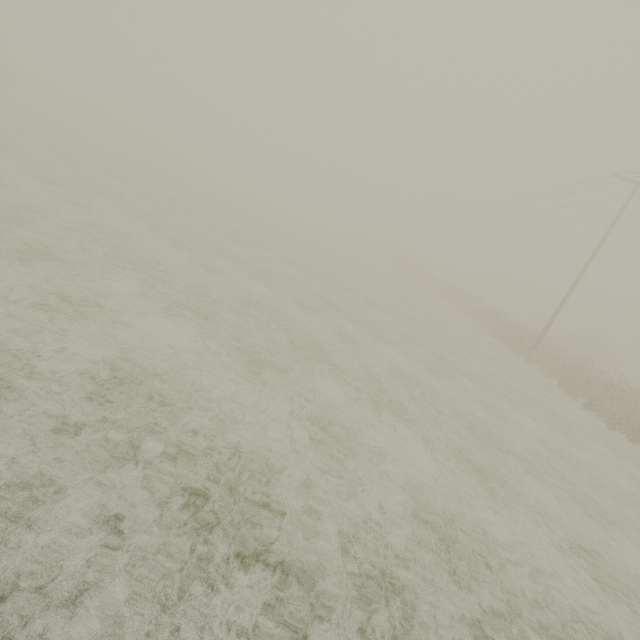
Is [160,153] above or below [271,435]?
above
